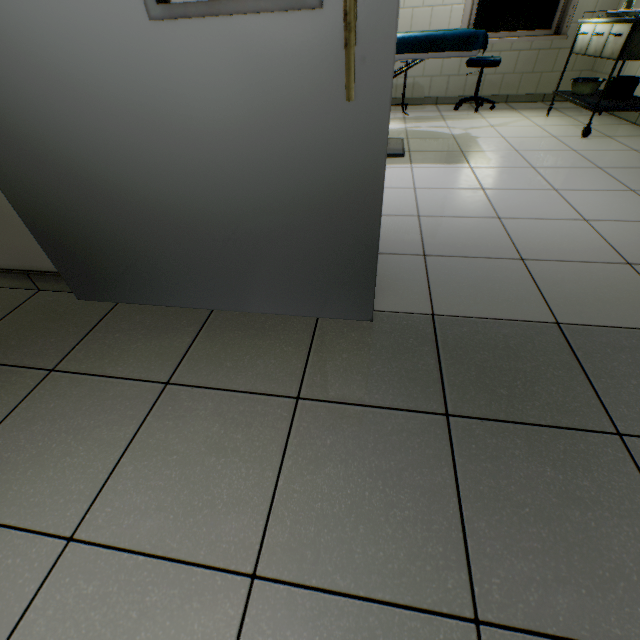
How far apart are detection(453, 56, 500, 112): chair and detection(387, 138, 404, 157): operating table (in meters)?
1.56

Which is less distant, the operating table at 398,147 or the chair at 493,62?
the operating table at 398,147

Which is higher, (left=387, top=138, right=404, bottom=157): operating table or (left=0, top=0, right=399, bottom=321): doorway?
(left=0, top=0, right=399, bottom=321): doorway

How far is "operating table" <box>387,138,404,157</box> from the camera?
3.1 meters

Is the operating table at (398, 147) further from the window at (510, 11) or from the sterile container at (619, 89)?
the window at (510, 11)

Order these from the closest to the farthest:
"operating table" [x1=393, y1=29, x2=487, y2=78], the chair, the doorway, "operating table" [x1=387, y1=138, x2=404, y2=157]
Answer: the doorway, "operating table" [x1=393, y1=29, x2=487, y2=78], "operating table" [x1=387, y1=138, x2=404, y2=157], the chair

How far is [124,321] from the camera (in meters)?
1.47

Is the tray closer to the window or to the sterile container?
the sterile container
